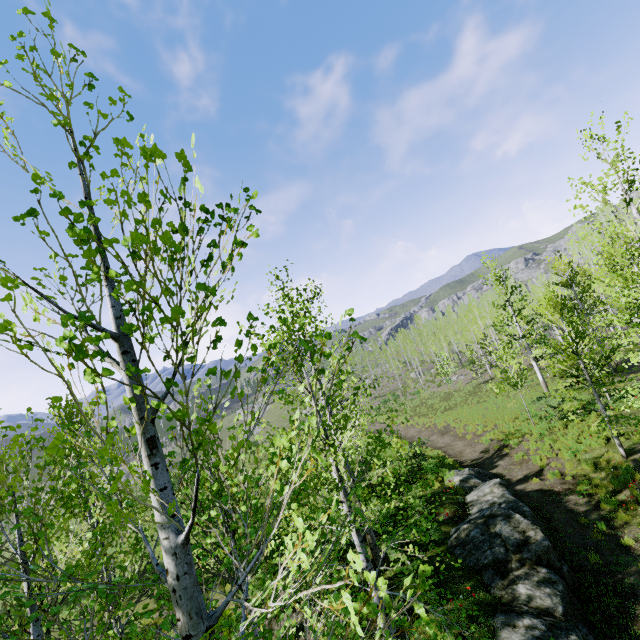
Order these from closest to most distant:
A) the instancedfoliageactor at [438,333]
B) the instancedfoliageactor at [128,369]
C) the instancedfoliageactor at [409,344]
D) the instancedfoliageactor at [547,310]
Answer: the instancedfoliageactor at [128,369], the instancedfoliageactor at [547,310], the instancedfoliageactor at [438,333], the instancedfoliageactor at [409,344]

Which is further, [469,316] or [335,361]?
[469,316]

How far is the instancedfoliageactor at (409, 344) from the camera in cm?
4828

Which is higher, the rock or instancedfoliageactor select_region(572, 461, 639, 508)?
the rock

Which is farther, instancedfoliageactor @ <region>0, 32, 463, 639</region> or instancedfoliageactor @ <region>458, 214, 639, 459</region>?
instancedfoliageactor @ <region>458, 214, 639, 459</region>

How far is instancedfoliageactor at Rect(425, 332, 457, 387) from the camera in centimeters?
4162cm

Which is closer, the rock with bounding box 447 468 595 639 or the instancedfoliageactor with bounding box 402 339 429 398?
the rock with bounding box 447 468 595 639
